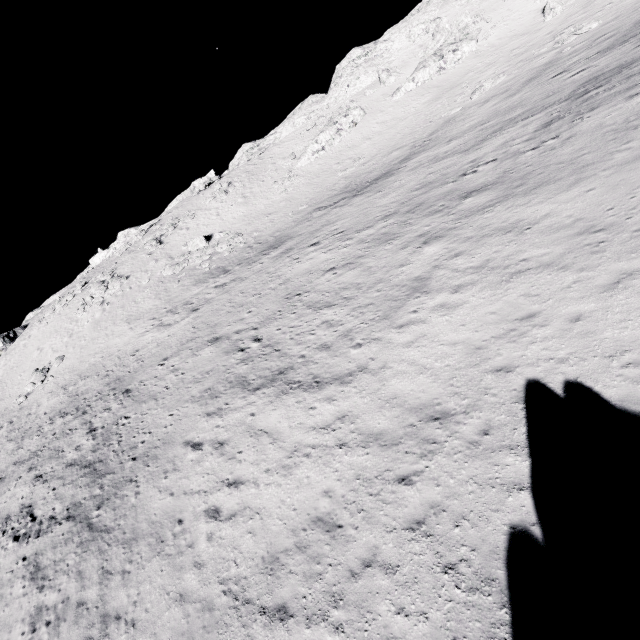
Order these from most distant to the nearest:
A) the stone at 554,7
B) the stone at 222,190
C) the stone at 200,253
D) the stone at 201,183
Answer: the stone at 201,183 < the stone at 222,190 < the stone at 200,253 < the stone at 554,7

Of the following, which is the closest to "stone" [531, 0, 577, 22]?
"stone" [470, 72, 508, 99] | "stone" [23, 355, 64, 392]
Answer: "stone" [470, 72, 508, 99]

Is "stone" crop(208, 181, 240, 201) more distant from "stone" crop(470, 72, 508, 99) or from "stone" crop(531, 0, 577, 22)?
"stone" crop(531, 0, 577, 22)

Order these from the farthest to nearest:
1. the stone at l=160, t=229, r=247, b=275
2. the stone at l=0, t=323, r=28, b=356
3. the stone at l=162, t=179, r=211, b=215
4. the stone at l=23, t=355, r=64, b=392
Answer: the stone at l=162, t=179, r=211, b=215
the stone at l=0, t=323, r=28, b=356
the stone at l=160, t=229, r=247, b=275
the stone at l=23, t=355, r=64, b=392

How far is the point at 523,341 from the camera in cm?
938

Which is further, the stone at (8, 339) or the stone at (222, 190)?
the stone at (222, 190)

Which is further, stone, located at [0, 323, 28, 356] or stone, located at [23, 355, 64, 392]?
stone, located at [0, 323, 28, 356]

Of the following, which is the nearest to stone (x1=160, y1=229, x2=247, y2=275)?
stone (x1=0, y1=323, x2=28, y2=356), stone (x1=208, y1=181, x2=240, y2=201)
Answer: stone (x1=208, y1=181, x2=240, y2=201)
